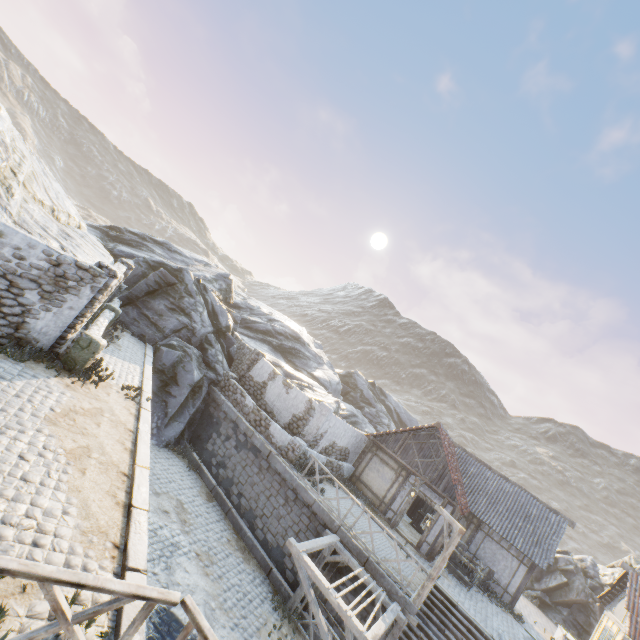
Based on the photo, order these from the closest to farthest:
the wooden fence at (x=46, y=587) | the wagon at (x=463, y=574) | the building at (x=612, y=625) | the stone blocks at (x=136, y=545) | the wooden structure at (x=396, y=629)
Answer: the wooden fence at (x=46, y=587)
the stone blocks at (x=136, y=545)
the wooden structure at (x=396, y=629)
the wagon at (x=463, y=574)
the building at (x=612, y=625)

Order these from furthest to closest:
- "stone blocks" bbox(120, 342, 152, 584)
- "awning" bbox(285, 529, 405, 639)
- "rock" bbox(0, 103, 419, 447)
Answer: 1. "rock" bbox(0, 103, 419, 447)
2. "awning" bbox(285, 529, 405, 639)
3. "stone blocks" bbox(120, 342, 152, 584)

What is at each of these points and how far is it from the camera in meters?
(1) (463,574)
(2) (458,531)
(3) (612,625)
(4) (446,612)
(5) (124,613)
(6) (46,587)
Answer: →
(1) wagon, 17.5
(2) wooden structure, 11.1
(3) building, 17.5
(4) stairs, 13.0
(5) stone blocks, 4.5
(6) wooden fence, 3.3

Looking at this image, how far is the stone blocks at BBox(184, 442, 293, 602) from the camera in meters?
12.3

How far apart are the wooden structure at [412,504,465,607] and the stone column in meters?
13.2

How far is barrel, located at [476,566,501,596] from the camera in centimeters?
1753cm

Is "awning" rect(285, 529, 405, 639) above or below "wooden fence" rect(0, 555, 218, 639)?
below

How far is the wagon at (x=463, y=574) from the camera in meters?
16.0
